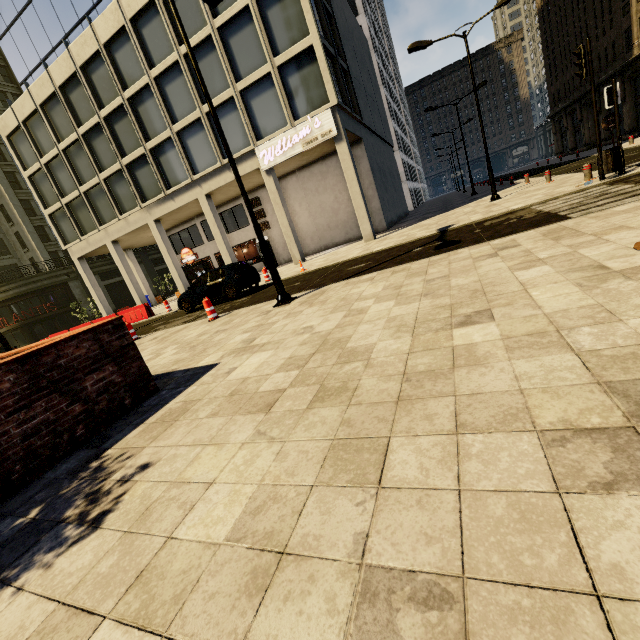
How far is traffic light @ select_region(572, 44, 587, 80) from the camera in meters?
9.3 m

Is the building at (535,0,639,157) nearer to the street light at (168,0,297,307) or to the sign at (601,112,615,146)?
the sign at (601,112,615,146)

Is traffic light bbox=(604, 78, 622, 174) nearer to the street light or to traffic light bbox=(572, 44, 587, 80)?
traffic light bbox=(572, 44, 587, 80)

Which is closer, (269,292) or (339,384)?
(339,384)

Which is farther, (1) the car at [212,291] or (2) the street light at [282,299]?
(1) the car at [212,291]

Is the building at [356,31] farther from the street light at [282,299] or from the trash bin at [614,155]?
the trash bin at [614,155]

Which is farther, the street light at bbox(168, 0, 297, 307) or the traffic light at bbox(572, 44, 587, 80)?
the traffic light at bbox(572, 44, 587, 80)

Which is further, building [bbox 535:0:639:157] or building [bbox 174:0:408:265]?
building [bbox 535:0:639:157]
